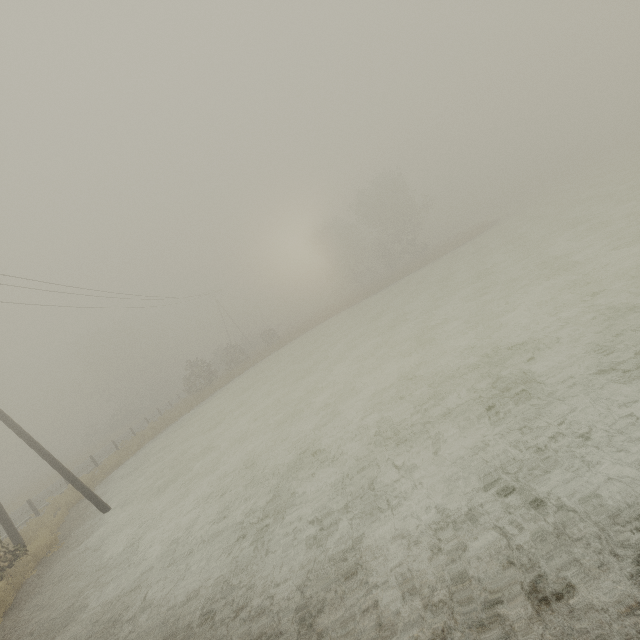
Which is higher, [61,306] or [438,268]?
[61,306]

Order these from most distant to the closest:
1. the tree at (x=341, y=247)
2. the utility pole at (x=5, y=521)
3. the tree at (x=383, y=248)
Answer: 1. the tree at (x=341, y=247)
2. the tree at (x=383, y=248)
3. the utility pole at (x=5, y=521)

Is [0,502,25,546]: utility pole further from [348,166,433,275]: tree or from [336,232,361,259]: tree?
[336,232,361,259]: tree

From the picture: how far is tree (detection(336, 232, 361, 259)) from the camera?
58.0 meters

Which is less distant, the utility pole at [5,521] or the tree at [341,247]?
the utility pole at [5,521]

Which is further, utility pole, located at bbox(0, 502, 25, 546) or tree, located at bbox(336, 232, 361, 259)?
tree, located at bbox(336, 232, 361, 259)

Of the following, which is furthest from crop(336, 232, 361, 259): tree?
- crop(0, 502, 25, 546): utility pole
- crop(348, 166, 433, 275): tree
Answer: crop(0, 502, 25, 546): utility pole
